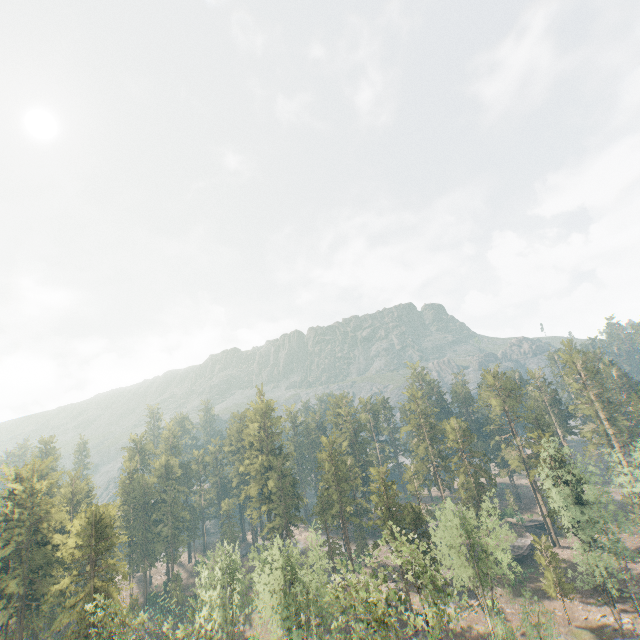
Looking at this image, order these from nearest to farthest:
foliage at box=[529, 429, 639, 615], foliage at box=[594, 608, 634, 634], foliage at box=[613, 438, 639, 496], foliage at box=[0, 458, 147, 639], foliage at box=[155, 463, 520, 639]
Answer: foliage at box=[155, 463, 520, 639] < foliage at box=[0, 458, 147, 639] < foliage at box=[594, 608, 634, 634] < foliage at box=[529, 429, 639, 615] < foliage at box=[613, 438, 639, 496]

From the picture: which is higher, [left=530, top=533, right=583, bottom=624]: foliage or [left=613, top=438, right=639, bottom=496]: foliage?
[left=613, top=438, right=639, bottom=496]: foliage

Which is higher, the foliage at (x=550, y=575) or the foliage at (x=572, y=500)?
the foliage at (x=572, y=500)

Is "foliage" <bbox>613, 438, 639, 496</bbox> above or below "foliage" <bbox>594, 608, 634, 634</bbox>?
above

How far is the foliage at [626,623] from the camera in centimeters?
4009cm

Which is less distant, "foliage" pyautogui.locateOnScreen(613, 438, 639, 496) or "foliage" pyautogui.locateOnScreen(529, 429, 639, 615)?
"foliage" pyautogui.locateOnScreen(529, 429, 639, 615)

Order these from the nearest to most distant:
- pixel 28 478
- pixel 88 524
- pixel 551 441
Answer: pixel 88 524 → pixel 28 478 → pixel 551 441

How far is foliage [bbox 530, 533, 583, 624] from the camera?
43.53m
